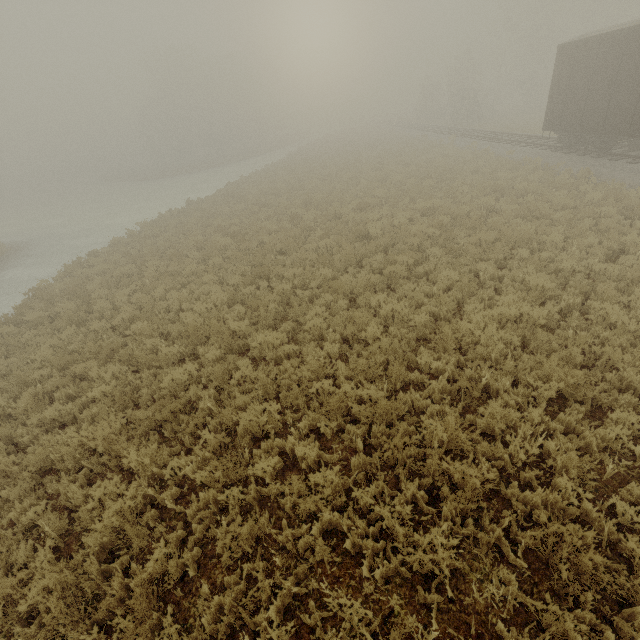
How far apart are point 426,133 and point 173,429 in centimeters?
3895cm

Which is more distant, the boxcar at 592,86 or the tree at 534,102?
the tree at 534,102

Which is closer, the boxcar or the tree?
the boxcar
